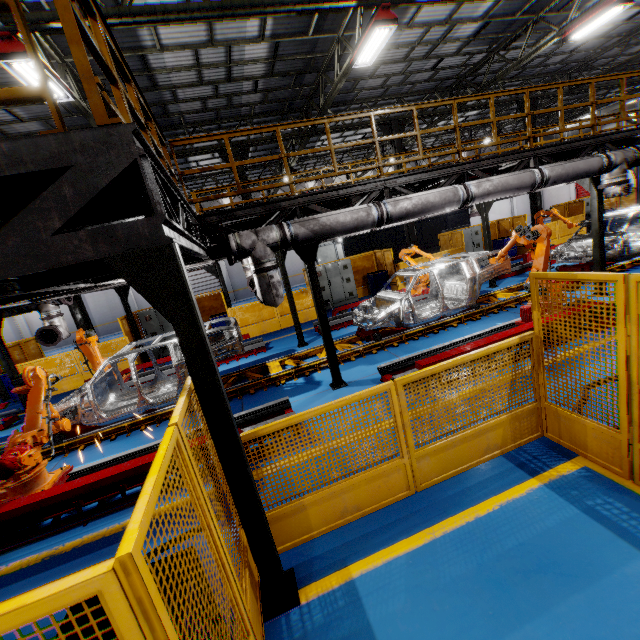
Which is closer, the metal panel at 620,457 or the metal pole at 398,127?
the metal panel at 620,457

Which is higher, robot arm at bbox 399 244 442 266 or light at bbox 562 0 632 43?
light at bbox 562 0 632 43

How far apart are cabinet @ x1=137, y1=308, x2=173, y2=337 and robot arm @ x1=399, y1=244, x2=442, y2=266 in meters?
9.1 m

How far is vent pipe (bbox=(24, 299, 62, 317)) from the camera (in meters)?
9.02

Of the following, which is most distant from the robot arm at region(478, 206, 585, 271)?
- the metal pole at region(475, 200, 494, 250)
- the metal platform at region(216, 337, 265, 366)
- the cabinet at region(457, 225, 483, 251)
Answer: the cabinet at region(457, 225, 483, 251)

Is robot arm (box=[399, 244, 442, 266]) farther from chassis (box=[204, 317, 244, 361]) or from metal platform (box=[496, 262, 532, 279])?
metal platform (box=[496, 262, 532, 279])

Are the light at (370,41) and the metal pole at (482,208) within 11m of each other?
yes

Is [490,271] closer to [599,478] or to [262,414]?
[599,478]
